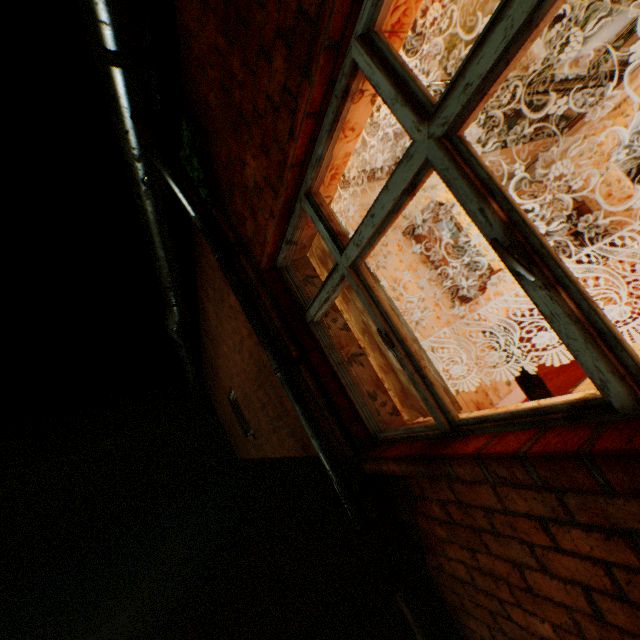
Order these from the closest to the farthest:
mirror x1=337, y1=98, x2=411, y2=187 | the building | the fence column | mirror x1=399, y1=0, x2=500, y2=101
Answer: the building → mirror x1=399, y1=0, x2=500, y2=101 → mirror x1=337, y1=98, x2=411, y2=187 → the fence column

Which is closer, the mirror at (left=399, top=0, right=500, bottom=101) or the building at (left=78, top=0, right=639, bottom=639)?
the building at (left=78, top=0, right=639, bottom=639)

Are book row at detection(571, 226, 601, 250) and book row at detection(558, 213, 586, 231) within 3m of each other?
yes

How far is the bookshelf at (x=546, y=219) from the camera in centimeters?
568cm

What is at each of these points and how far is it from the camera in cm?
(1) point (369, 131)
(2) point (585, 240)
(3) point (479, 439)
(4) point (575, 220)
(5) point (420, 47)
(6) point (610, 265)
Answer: (1) mirror, 320
(2) book row, 611
(3) building, 146
(4) book row, 632
(5) mirror, 260
(6) chair, 350

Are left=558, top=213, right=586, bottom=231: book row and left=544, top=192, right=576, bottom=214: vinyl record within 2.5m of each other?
yes

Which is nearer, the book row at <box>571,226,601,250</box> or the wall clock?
the wall clock

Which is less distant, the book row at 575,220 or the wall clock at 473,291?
the wall clock at 473,291
